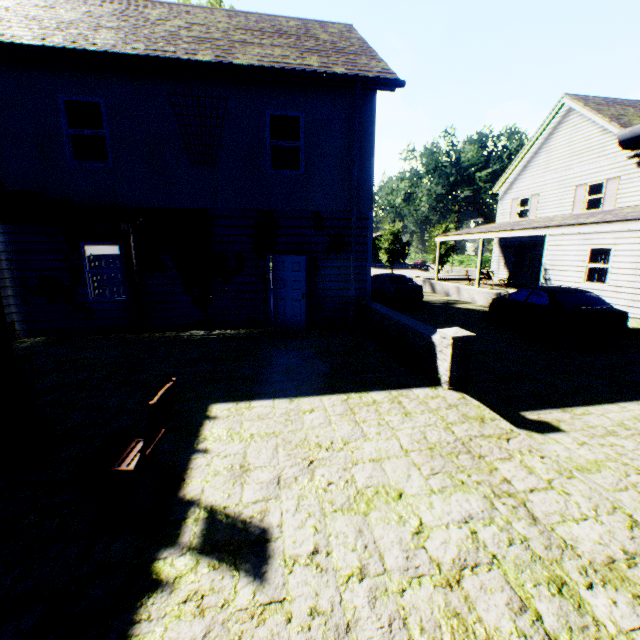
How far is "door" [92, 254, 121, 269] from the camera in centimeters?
1271cm

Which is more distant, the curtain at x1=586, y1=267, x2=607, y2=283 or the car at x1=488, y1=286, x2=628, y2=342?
the curtain at x1=586, y1=267, x2=607, y2=283

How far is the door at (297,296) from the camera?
9.2m

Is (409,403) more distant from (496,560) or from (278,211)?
(278,211)

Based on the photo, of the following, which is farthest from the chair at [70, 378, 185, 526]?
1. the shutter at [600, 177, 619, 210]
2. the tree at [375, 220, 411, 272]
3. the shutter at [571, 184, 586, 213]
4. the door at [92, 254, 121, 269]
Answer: the tree at [375, 220, 411, 272]

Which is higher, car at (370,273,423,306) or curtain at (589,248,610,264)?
curtain at (589,248,610,264)

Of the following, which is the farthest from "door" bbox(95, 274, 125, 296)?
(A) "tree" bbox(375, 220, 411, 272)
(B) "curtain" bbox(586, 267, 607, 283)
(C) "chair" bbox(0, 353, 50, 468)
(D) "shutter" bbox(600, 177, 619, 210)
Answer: (D) "shutter" bbox(600, 177, 619, 210)

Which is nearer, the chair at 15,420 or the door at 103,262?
the chair at 15,420
